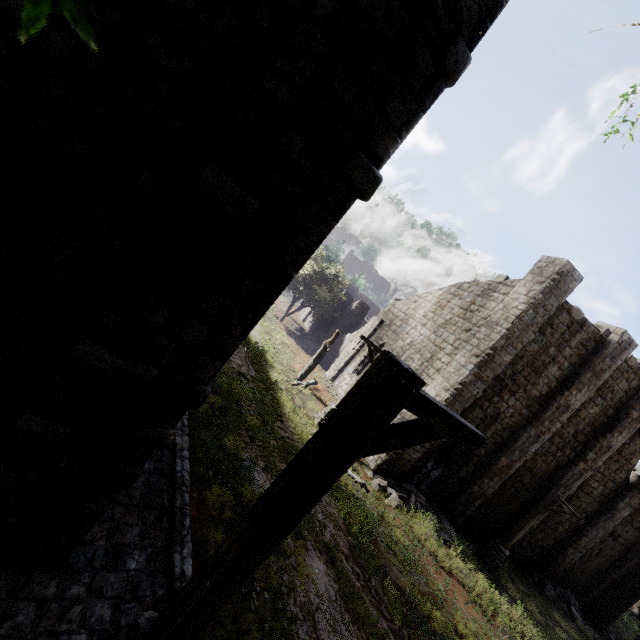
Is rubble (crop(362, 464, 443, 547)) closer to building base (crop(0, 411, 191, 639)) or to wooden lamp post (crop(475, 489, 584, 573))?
wooden lamp post (crop(475, 489, 584, 573))

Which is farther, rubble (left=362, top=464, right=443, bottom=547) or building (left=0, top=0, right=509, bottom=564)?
rubble (left=362, top=464, right=443, bottom=547)

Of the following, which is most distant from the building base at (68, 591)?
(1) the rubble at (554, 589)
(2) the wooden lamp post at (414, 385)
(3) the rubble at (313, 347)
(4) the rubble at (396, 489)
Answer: (1) the rubble at (554, 589)

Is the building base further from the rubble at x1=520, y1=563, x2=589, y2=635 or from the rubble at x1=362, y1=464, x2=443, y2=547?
the rubble at x1=520, y1=563, x2=589, y2=635

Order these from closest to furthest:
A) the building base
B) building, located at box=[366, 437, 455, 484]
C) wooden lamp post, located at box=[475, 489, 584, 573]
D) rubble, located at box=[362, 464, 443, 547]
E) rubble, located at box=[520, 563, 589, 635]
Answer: the building base, rubble, located at box=[362, 464, 443, 547], wooden lamp post, located at box=[475, 489, 584, 573], building, located at box=[366, 437, 455, 484], rubble, located at box=[520, 563, 589, 635]

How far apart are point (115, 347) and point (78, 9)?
3.2m

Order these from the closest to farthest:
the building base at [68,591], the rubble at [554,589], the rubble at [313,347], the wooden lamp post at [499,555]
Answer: the building base at [68,591], the wooden lamp post at [499,555], the rubble at [554,589], the rubble at [313,347]

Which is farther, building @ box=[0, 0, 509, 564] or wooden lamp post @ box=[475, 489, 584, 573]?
wooden lamp post @ box=[475, 489, 584, 573]
